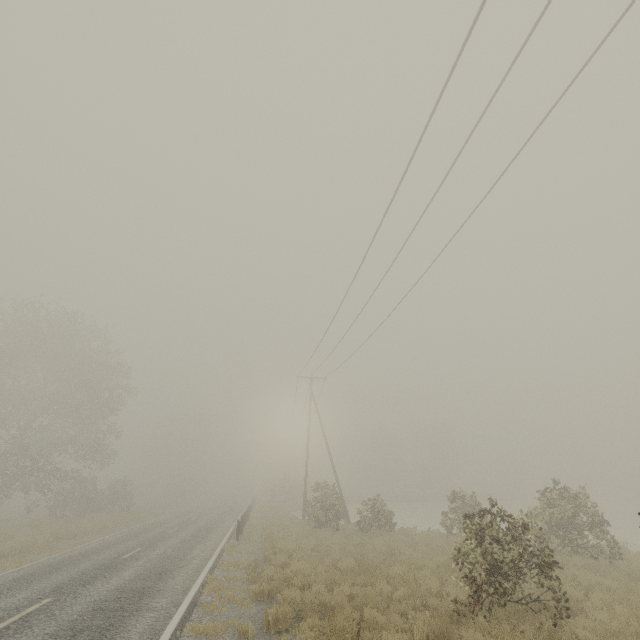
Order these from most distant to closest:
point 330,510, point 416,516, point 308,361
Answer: point 416,516, point 308,361, point 330,510
